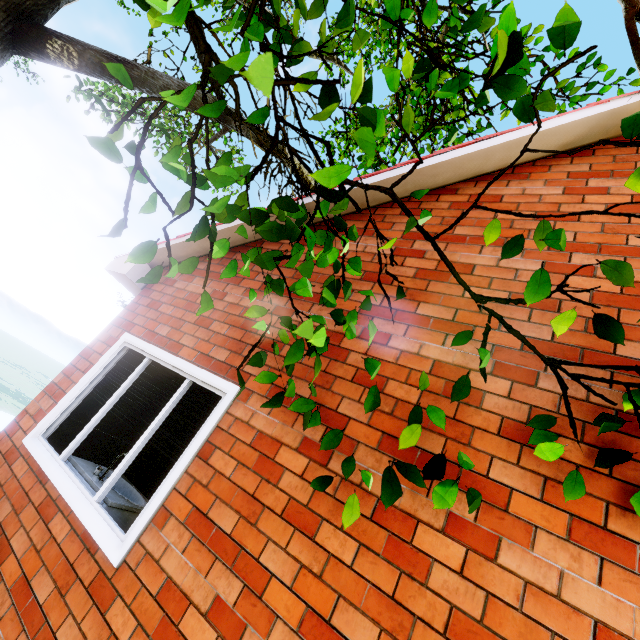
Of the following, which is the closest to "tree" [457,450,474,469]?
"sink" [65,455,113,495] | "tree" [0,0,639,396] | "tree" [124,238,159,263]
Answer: "tree" [124,238,159,263]

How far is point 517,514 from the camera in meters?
1.6

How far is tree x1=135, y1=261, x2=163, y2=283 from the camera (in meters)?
1.51

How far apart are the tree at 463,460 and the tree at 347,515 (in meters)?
0.27

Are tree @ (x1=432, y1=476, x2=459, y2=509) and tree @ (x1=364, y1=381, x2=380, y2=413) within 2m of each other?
yes

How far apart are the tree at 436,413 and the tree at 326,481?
0.6 meters

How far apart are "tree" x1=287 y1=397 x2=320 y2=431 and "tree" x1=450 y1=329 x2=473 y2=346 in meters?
0.6

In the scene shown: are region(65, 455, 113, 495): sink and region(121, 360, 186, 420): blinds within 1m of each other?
yes
